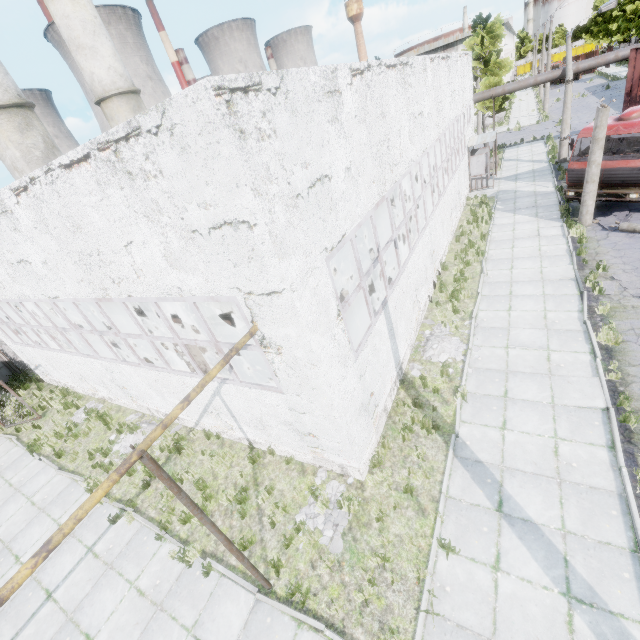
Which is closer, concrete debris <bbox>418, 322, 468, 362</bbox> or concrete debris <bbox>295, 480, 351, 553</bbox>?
concrete debris <bbox>295, 480, 351, 553</bbox>

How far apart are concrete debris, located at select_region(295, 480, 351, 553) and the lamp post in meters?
14.7

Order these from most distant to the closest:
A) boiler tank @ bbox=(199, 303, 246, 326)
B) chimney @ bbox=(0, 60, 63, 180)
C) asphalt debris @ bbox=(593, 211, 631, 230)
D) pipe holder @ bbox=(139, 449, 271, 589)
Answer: chimney @ bbox=(0, 60, 63, 180) < boiler tank @ bbox=(199, 303, 246, 326) < asphalt debris @ bbox=(593, 211, 631, 230) < pipe holder @ bbox=(139, 449, 271, 589)

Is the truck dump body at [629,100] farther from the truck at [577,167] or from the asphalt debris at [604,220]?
the asphalt debris at [604,220]

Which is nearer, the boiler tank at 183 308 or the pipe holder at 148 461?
the pipe holder at 148 461

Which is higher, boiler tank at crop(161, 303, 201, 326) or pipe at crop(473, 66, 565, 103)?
pipe at crop(473, 66, 565, 103)

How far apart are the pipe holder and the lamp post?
17.09m

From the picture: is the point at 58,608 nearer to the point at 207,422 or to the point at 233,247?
the point at 207,422
